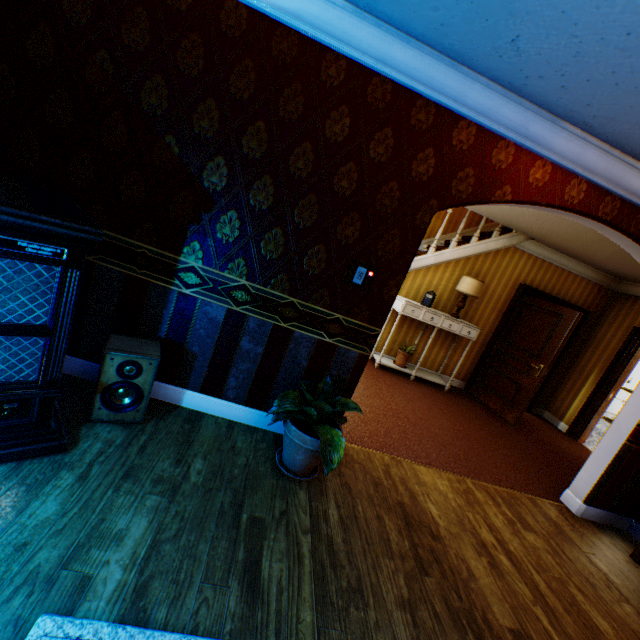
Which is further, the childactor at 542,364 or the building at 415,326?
the building at 415,326

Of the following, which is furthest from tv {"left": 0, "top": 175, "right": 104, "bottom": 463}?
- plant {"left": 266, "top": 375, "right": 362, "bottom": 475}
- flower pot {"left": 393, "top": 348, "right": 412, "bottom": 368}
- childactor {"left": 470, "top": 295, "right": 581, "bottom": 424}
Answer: childactor {"left": 470, "top": 295, "right": 581, "bottom": 424}

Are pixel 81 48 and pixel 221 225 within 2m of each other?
yes

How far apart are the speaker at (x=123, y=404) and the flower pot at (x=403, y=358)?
4.49m

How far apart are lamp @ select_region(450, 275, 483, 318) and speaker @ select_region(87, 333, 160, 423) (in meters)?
5.07

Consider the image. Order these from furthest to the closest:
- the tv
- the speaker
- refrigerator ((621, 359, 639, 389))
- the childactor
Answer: refrigerator ((621, 359, 639, 389)), the childactor, the speaker, the tv

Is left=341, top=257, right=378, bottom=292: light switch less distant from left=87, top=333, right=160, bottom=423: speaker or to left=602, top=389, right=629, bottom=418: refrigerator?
left=87, top=333, right=160, bottom=423: speaker

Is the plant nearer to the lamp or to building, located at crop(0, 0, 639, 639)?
building, located at crop(0, 0, 639, 639)
